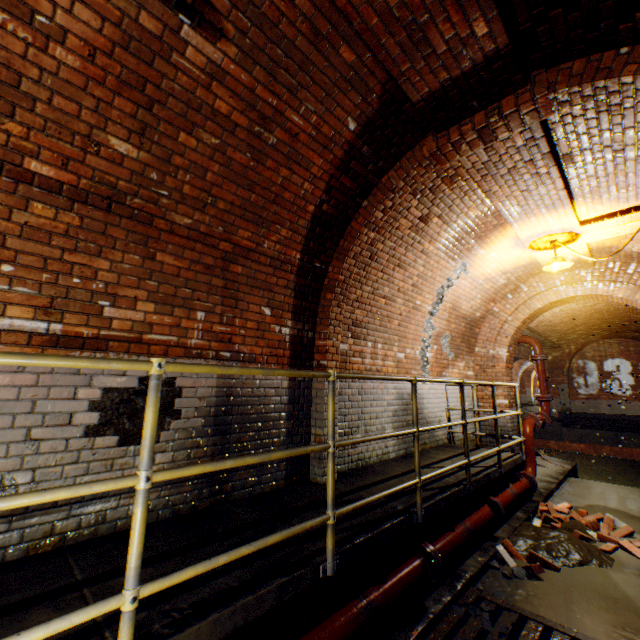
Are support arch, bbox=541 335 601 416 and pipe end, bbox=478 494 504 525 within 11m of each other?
no

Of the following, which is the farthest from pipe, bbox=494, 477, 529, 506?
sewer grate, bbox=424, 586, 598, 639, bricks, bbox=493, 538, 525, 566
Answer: sewer grate, bbox=424, 586, 598, 639

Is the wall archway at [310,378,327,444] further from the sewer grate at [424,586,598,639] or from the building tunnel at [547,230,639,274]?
the sewer grate at [424,586,598,639]

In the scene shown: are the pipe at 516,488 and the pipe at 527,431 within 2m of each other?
yes

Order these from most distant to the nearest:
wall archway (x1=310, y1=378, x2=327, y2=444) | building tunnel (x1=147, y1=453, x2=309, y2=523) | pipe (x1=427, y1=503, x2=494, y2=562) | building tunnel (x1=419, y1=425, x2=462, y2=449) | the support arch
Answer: the support arch, building tunnel (x1=419, y1=425, x2=462, y2=449), wall archway (x1=310, y1=378, x2=327, y2=444), pipe (x1=427, y1=503, x2=494, y2=562), building tunnel (x1=147, y1=453, x2=309, y2=523)

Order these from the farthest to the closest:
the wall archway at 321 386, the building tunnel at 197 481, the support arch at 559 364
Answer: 1. the support arch at 559 364
2. the wall archway at 321 386
3. the building tunnel at 197 481

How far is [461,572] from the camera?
3.5 meters

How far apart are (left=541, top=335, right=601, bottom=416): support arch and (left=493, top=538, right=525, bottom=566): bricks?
17.6m
